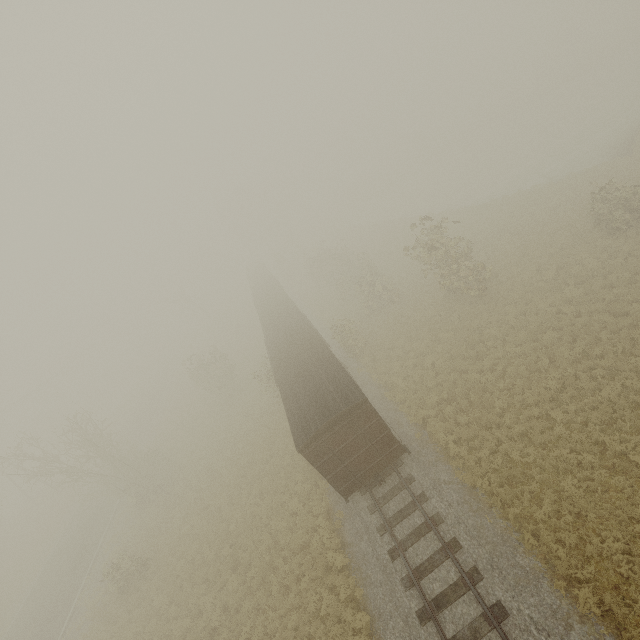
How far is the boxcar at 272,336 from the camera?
12.82m

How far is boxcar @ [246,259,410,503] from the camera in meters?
12.8 m

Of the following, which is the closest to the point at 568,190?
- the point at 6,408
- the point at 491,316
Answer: the point at 491,316
